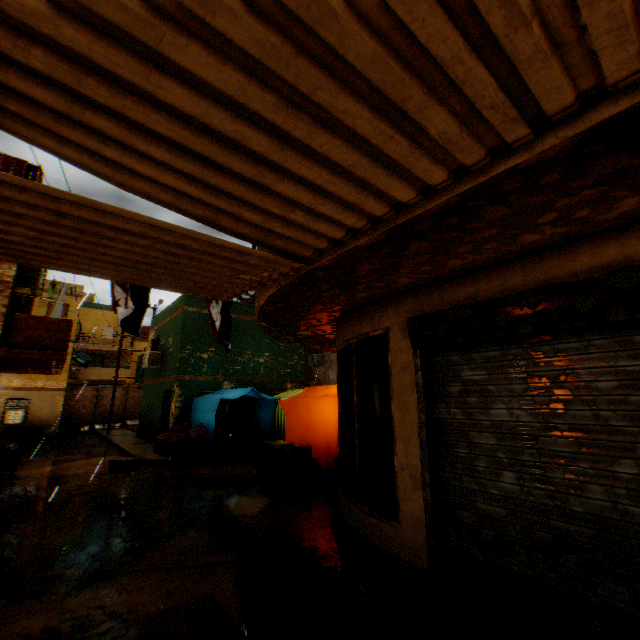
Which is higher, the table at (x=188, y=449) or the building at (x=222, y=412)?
the building at (x=222, y=412)

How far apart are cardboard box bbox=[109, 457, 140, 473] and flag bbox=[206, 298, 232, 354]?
5.1 meters

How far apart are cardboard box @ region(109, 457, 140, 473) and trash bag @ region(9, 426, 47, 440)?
13.16m

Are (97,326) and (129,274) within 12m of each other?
no

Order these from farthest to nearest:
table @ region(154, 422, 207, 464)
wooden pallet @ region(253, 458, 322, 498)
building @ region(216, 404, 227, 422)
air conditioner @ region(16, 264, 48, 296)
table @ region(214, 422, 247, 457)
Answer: building @ region(216, 404, 227, 422)
table @ region(214, 422, 247, 457)
table @ region(154, 422, 207, 464)
air conditioner @ region(16, 264, 48, 296)
wooden pallet @ region(253, 458, 322, 498)

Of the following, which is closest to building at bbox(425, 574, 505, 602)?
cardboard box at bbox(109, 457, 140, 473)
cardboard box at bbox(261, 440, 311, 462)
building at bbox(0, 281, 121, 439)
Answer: cardboard box at bbox(261, 440, 311, 462)

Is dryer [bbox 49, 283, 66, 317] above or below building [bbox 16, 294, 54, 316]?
below

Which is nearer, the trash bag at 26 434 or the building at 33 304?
the building at 33 304
